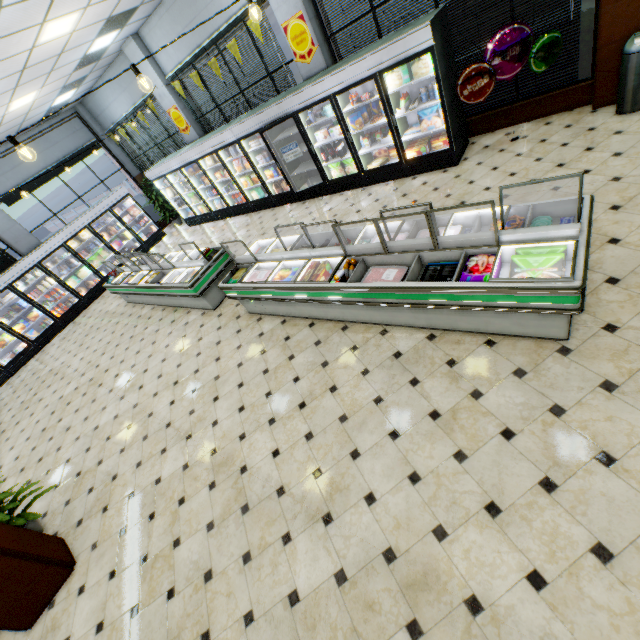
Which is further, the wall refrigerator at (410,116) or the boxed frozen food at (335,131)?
the boxed frozen food at (335,131)

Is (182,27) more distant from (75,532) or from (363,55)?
(75,532)

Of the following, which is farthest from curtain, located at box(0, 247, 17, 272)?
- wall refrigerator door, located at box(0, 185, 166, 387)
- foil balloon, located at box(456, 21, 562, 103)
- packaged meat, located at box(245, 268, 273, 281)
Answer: foil balloon, located at box(456, 21, 562, 103)

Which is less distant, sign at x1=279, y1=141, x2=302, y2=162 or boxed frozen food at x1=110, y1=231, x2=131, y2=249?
sign at x1=279, y1=141, x2=302, y2=162

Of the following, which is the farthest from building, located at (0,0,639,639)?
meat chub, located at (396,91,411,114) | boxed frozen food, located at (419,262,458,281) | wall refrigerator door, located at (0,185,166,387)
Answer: meat chub, located at (396,91,411,114)

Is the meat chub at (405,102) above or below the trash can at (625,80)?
above

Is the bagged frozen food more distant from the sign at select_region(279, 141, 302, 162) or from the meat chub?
the meat chub

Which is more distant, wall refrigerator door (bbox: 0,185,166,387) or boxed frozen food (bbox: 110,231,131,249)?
boxed frozen food (bbox: 110,231,131,249)
